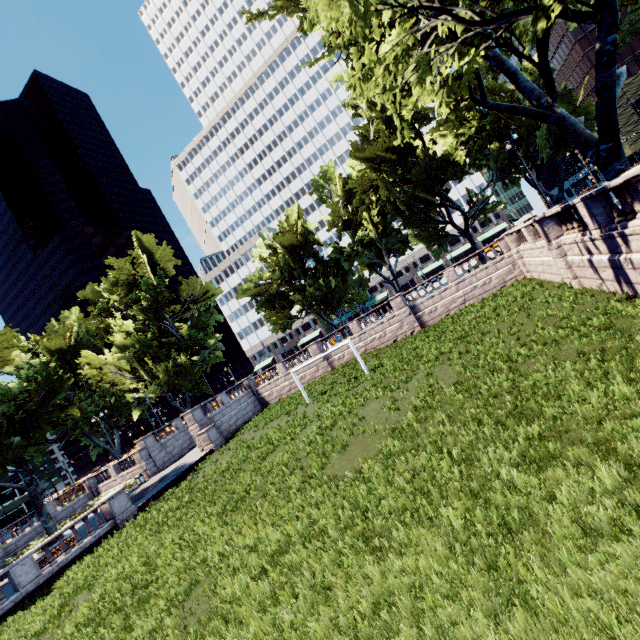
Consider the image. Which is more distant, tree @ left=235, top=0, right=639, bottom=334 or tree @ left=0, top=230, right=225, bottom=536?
tree @ left=0, top=230, right=225, bottom=536

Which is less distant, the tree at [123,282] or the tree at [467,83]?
the tree at [467,83]

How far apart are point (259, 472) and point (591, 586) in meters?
13.7
